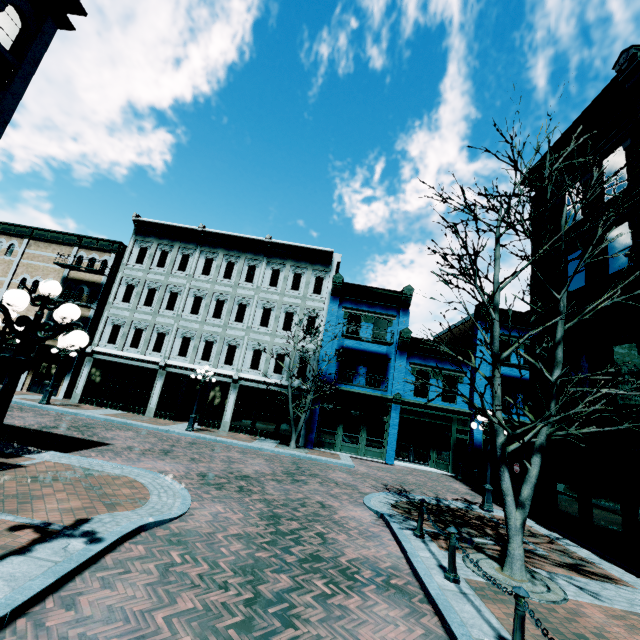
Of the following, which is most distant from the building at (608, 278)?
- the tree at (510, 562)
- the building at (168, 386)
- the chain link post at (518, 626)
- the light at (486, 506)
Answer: the building at (168, 386)

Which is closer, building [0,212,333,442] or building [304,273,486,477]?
building [304,273,486,477]

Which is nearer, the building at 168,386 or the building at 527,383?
the building at 527,383

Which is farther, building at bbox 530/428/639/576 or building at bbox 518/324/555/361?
building at bbox 518/324/555/361

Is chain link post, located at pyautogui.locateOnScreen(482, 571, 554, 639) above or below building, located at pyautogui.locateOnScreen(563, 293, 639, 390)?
below

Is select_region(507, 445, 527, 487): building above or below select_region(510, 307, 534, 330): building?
below

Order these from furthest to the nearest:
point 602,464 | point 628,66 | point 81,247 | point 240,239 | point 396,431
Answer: point 81,247 → point 240,239 → point 396,431 → point 628,66 → point 602,464

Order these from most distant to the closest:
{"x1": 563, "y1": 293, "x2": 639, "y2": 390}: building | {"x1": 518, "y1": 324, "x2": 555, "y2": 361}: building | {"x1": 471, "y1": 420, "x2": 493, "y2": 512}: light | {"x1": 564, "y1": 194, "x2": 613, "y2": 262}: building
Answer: {"x1": 518, "y1": 324, "x2": 555, "y2": 361}: building < {"x1": 471, "y1": 420, "x2": 493, "y2": 512}: light < {"x1": 564, "y1": 194, "x2": 613, "y2": 262}: building < {"x1": 563, "y1": 293, "x2": 639, "y2": 390}: building
